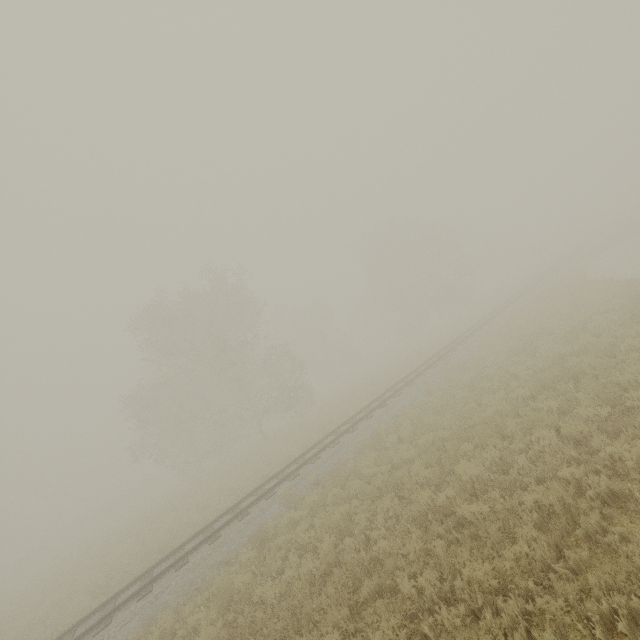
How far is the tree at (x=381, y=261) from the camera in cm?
4291

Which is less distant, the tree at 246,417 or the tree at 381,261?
the tree at 246,417

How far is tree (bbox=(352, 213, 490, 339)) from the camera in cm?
4291

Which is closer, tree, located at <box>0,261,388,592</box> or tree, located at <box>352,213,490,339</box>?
tree, located at <box>0,261,388,592</box>

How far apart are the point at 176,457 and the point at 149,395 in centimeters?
624cm
